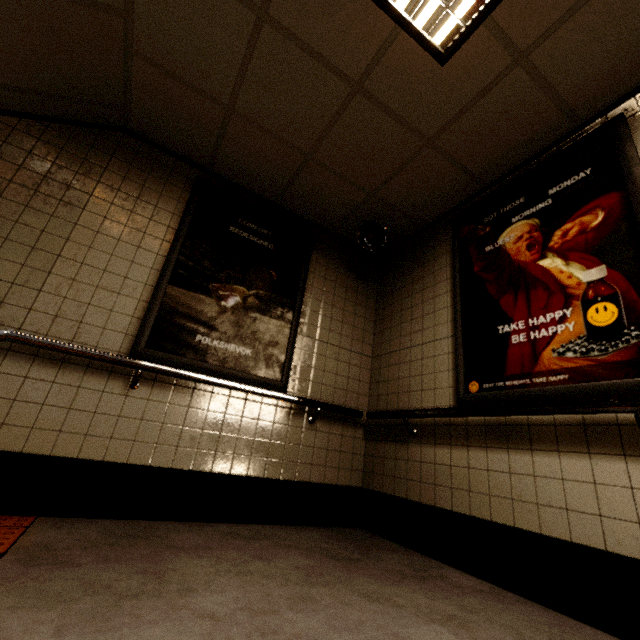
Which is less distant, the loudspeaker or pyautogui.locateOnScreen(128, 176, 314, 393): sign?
pyautogui.locateOnScreen(128, 176, 314, 393): sign

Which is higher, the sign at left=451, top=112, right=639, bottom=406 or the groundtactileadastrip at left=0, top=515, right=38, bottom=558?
the sign at left=451, top=112, right=639, bottom=406

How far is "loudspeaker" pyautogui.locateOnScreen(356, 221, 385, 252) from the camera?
3.30m

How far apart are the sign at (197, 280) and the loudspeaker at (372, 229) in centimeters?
50cm

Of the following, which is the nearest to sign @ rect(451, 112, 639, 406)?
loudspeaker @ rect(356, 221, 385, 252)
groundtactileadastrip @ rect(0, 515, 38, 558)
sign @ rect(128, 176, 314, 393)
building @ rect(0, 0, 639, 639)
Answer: building @ rect(0, 0, 639, 639)

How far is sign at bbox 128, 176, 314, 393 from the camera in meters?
2.6

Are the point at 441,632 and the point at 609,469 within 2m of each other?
yes

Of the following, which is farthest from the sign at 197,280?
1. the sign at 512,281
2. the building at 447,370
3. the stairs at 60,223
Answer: the sign at 512,281
